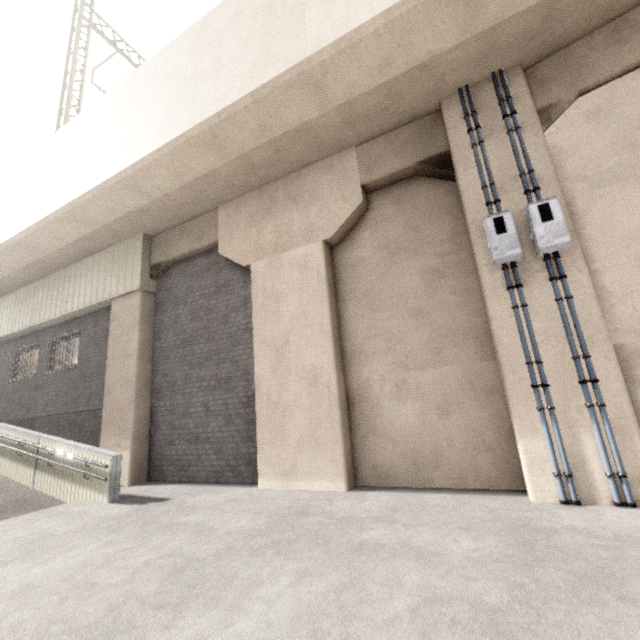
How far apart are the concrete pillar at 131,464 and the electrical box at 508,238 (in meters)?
8.81

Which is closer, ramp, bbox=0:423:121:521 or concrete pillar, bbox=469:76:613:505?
concrete pillar, bbox=469:76:613:505

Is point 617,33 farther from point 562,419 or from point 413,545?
point 413,545

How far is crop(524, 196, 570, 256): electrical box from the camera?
4.6 meters

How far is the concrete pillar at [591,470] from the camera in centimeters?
420cm

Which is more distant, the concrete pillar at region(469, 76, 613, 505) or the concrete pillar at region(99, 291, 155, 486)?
the concrete pillar at region(99, 291, 155, 486)

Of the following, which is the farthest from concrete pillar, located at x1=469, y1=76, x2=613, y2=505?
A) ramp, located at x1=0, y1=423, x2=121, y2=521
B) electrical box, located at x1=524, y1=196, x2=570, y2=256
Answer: ramp, located at x1=0, y1=423, x2=121, y2=521

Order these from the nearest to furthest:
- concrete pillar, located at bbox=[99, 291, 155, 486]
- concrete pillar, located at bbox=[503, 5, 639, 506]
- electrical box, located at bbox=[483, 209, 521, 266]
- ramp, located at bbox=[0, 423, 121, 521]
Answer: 1. concrete pillar, located at bbox=[503, 5, 639, 506]
2. electrical box, located at bbox=[483, 209, 521, 266]
3. ramp, located at bbox=[0, 423, 121, 521]
4. concrete pillar, located at bbox=[99, 291, 155, 486]
